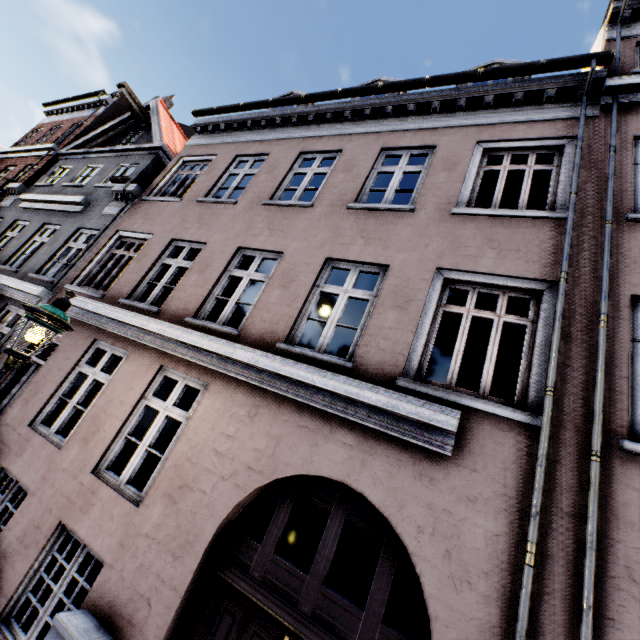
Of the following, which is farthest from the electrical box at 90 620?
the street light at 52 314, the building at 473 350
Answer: the street light at 52 314

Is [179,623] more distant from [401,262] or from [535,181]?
[535,181]

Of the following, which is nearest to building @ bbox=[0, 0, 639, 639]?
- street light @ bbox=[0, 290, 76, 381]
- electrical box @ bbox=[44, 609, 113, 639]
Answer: electrical box @ bbox=[44, 609, 113, 639]

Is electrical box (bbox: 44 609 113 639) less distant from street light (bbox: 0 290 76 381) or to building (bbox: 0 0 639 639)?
building (bbox: 0 0 639 639)

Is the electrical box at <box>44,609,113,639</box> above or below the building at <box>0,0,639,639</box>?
below
